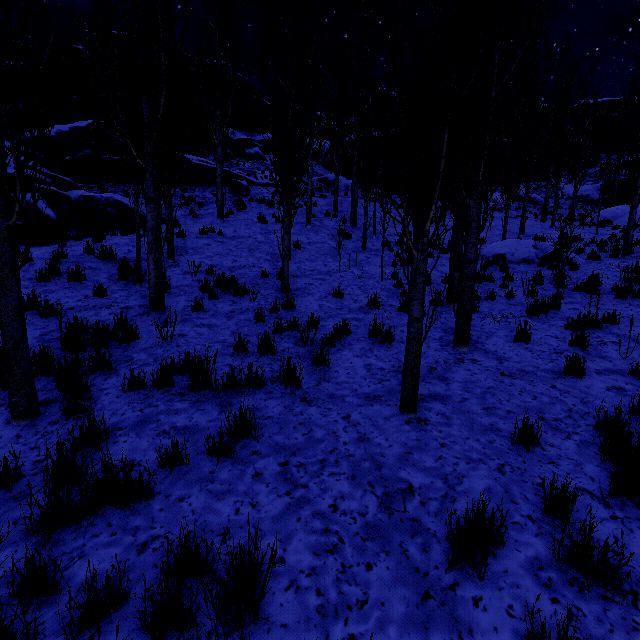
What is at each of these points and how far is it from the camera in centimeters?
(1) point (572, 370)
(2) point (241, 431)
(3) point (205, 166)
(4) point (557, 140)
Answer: (1) instancedfoliageactor, 471cm
(2) instancedfoliageactor, 325cm
(3) rock, 2009cm
(4) instancedfoliageactor, 2428cm

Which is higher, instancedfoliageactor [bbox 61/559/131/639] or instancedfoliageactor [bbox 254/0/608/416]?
instancedfoliageactor [bbox 254/0/608/416]

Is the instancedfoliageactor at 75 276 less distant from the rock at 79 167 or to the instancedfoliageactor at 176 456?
the instancedfoliageactor at 176 456

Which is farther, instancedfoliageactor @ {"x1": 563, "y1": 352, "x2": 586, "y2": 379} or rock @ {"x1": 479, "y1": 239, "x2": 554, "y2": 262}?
rock @ {"x1": 479, "y1": 239, "x2": 554, "y2": 262}

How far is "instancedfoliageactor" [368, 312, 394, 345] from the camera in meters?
5.7

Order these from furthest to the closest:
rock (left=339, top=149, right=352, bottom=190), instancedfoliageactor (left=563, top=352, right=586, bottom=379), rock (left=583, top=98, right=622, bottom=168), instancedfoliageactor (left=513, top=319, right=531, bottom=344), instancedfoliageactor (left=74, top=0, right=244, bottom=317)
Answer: rock (left=583, top=98, right=622, bottom=168)
rock (left=339, top=149, right=352, bottom=190)
instancedfoliageactor (left=513, top=319, right=531, bottom=344)
instancedfoliageactor (left=74, top=0, right=244, bottom=317)
instancedfoliageactor (left=563, top=352, right=586, bottom=379)

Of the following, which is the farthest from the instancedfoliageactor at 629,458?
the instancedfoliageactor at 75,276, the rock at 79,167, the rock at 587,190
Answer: the rock at 587,190

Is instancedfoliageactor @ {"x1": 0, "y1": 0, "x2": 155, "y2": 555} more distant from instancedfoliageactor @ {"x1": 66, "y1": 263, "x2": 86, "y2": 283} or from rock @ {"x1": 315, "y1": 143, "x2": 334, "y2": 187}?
instancedfoliageactor @ {"x1": 66, "y1": 263, "x2": 86, "y2": 283}
